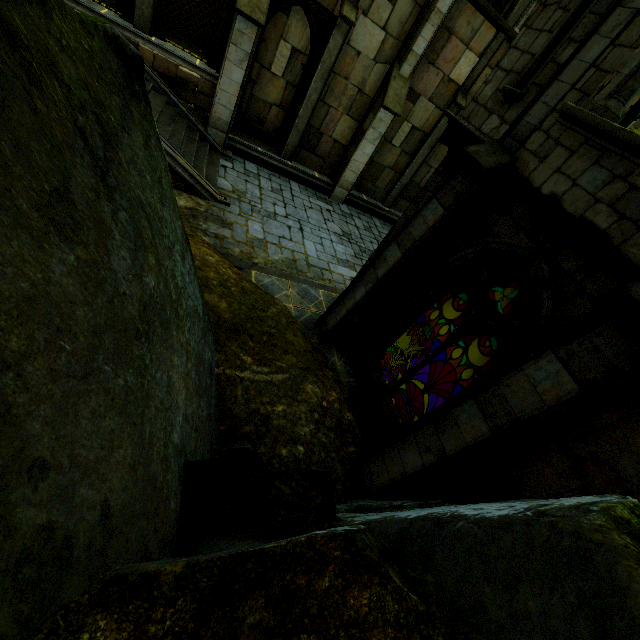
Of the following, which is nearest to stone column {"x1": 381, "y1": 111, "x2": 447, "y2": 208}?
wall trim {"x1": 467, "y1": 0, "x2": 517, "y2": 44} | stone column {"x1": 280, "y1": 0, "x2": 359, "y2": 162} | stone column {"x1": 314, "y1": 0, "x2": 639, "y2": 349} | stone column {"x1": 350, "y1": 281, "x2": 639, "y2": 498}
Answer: wall trim {"x1": 467, "y1": 0, "x2": 517, "y2": 44}

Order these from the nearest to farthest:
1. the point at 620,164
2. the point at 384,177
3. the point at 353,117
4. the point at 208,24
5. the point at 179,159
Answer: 1. the point at 620,164
2. the point at 179,159
3. the point at 208,24
4. the point at 353,117
5. the point at 384,177

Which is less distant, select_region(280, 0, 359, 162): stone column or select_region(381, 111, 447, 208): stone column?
select_region(280, 0, 359, 162): stone column

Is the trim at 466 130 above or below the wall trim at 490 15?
below

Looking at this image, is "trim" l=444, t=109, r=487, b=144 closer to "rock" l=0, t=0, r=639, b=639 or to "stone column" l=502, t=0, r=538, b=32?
"rock" l=0, t=0, r=639, b=639

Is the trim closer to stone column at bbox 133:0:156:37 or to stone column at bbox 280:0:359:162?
stone column at bbox 280:0:359:162

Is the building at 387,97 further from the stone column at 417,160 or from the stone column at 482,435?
the stone column at 482,435

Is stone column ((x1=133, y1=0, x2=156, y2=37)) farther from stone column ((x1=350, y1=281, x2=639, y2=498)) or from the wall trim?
stone column ((x1=350, y1=281, x2=639, y2=498))
